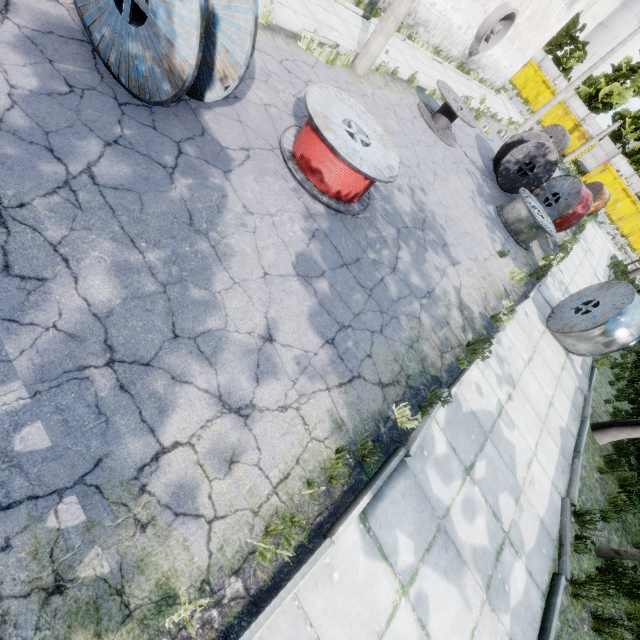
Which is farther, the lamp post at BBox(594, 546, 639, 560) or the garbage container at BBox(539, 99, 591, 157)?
the garbage container at BBox(539, 99, 591, 157)

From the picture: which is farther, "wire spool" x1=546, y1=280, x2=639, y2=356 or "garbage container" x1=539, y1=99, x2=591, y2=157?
"garbage container" x1=539, y1=99, x2=591, y2=157

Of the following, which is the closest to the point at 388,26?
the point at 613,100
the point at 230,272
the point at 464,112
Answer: the point at 464,112

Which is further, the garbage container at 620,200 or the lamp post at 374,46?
the garbage container at 620,200

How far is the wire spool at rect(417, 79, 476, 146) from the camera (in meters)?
10.85

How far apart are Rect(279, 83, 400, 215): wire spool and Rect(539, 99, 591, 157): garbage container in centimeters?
4028cm

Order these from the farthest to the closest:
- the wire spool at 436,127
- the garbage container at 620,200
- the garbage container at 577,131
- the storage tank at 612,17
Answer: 1. the storage tank at 612,17
2. the garbage container at 577,131
3. the garbage container at 620,200
4. the wire spool at 436,127

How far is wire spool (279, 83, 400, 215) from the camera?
5.05m
